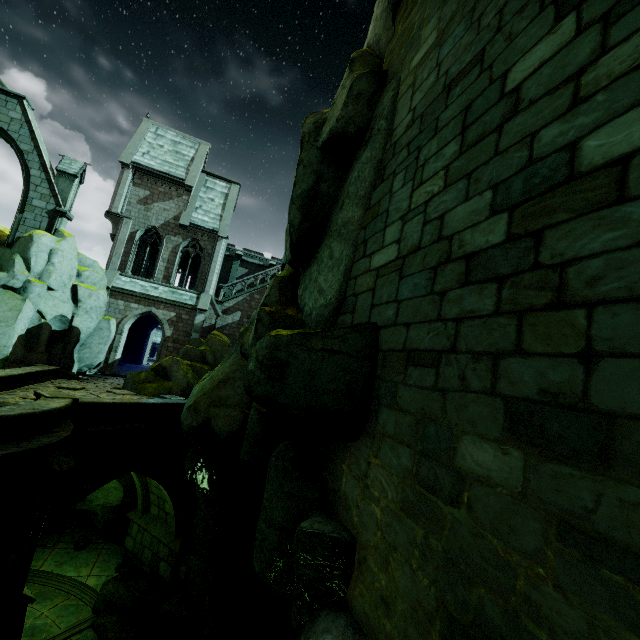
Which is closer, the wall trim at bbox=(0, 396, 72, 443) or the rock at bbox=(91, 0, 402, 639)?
the rock at bbox=(91, 0, 402, 639)

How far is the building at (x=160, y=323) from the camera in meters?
24.3 m

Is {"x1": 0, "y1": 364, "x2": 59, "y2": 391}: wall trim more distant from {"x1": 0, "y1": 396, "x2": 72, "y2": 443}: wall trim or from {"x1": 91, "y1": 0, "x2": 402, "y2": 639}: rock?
{"x1": 0, "y1": 396, "x2": 72, "y2": 443}: wall trim

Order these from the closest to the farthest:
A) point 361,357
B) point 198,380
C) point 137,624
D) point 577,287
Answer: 1. point 577,287
2. point 361,357
3. point 137,624
4. point 198,380

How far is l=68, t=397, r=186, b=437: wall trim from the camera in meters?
11.0 m

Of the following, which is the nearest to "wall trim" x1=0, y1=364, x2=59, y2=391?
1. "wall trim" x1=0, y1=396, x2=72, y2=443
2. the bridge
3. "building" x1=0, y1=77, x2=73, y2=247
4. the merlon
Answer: the bridge

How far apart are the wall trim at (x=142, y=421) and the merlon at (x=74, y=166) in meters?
13.8 m

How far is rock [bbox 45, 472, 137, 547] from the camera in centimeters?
1560cm
